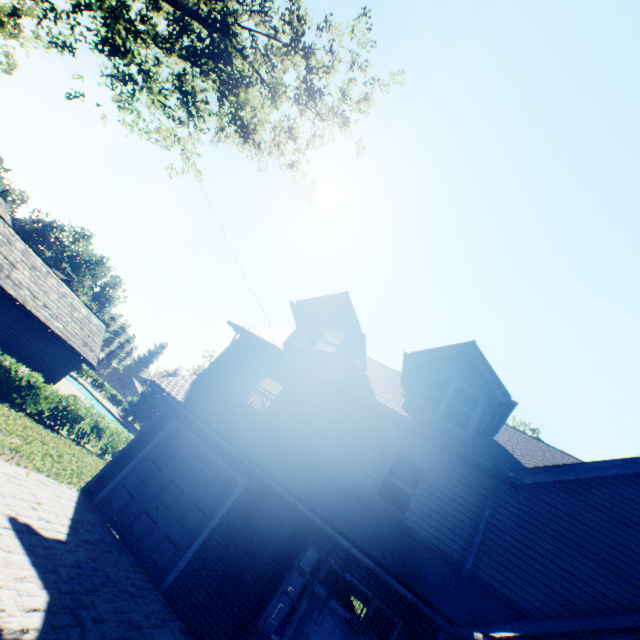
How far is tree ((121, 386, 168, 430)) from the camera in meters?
54.7

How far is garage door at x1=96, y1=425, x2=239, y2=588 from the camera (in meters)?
8.27

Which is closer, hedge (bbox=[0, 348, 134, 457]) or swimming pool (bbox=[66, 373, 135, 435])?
hedge (bbox=[0, 348, 134, 457])

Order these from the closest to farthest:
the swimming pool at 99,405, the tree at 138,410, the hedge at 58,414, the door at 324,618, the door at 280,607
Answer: the door at 324,618 → the door at 280,607 → the hedge at 58,414 → the swimming pool at 99,405 → the tree at 138,410

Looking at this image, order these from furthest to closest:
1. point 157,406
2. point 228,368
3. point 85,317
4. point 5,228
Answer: point 157,406 → point 85,317 → point 5,228 → point 228,368

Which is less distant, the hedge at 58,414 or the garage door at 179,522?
the garage door at 179,522

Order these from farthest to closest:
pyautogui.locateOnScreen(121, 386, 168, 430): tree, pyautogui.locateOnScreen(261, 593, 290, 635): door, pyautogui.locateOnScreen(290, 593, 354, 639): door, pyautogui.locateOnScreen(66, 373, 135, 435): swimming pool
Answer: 1. pyautogui.locateOnScreen(121, 386, 168, 430): tree
2. pyautogui.locateOnScreen(66, 373, 135, 435): swimming pool
3. pyautogui.locateOnScreen(261, 593, 290, 635): door
4. pyautogui.locateOnScreen(290, 593, 354, 639): door

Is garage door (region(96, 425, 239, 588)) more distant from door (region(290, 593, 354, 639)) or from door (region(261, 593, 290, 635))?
door (region(261, 593, 290, 635))
